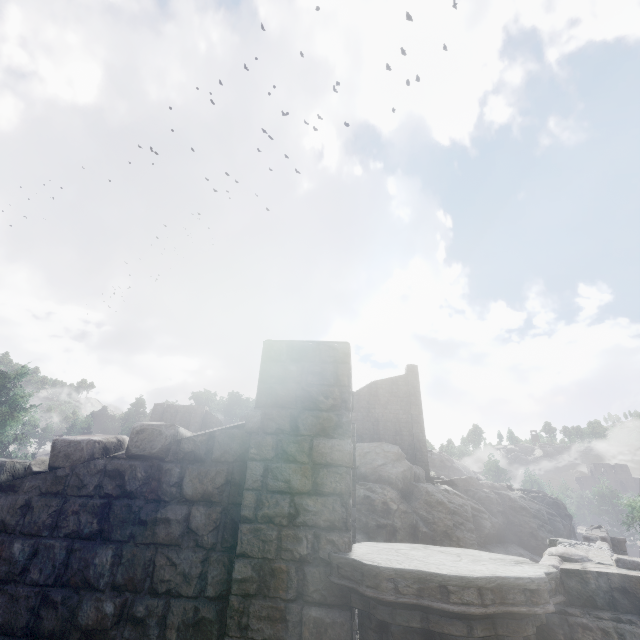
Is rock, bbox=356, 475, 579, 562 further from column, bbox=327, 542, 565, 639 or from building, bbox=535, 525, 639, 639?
column, bbox=327, 542, 565, 639

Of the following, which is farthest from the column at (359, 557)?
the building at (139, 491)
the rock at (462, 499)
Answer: the rock at (462, 499)

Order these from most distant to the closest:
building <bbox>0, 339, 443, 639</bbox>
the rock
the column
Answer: the rock
building <bbox>0, 339, 443, 639</bbox>
the column

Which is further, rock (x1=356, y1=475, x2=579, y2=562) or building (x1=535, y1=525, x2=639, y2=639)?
rock (x1=356, y1=475, x2=579, y2=562)

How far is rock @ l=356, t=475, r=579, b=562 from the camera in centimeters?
2354cm

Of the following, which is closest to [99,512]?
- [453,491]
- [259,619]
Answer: [259,619]

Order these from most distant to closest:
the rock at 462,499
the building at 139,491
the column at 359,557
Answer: the rock at 462,499 → the building at 139,491 → the column at 359,557
